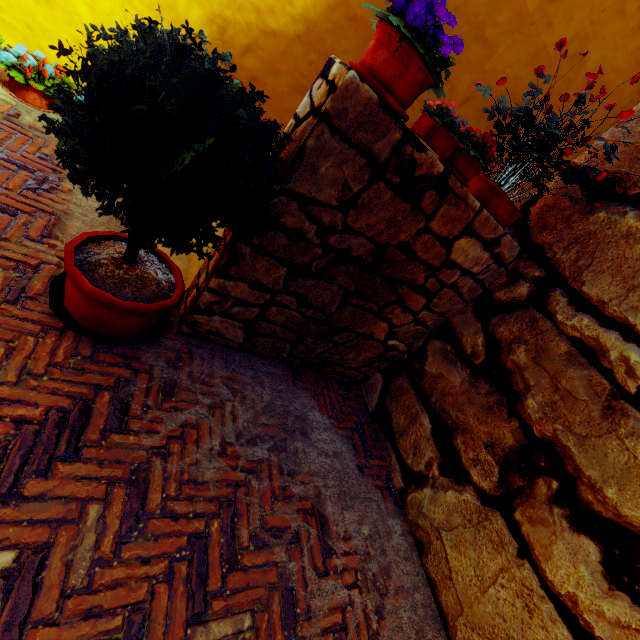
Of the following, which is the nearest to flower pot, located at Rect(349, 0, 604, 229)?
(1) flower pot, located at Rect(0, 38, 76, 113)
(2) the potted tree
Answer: (2) the potted tree

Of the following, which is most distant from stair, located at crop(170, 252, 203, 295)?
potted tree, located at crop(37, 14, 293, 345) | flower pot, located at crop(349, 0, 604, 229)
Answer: flower pot, located at crop(349, 0, 604, 229)

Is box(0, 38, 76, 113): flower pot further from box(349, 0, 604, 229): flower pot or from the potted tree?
box(349, 0, 604, 229): flower pot

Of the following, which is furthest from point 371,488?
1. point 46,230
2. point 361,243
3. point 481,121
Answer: point 481,121

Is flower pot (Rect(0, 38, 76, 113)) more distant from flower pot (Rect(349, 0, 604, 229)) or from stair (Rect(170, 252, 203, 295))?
flower pot (Rect(349, 0, 604, 229))

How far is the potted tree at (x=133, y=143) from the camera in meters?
1.2 m

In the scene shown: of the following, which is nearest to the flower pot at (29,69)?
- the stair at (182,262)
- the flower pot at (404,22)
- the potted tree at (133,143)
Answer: the stair at (182,262)

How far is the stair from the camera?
2.6 meters
